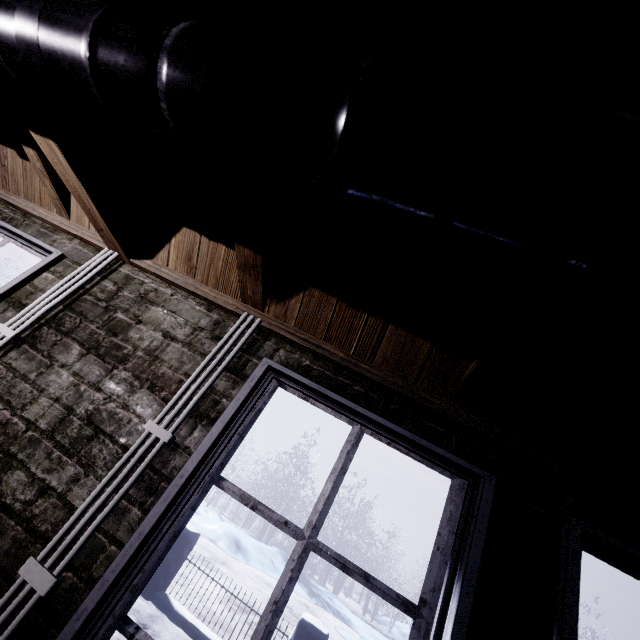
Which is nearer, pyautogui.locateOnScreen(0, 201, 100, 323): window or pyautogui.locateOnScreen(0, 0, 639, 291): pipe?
pyautogui.locateOnScreen(0, 0, 639, 291): pipe

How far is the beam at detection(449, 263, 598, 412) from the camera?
0.7m

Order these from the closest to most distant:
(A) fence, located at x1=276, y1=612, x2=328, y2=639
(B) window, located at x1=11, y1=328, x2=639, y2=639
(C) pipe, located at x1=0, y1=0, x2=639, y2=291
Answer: (C) pipe, located at x1=0, y1=0, x2=639, y2=291
(B) window, located at x1=11, y1=328, x2=639, y2=639
(A) fence, located at x1=276, y1=612, x2=328, y2=639

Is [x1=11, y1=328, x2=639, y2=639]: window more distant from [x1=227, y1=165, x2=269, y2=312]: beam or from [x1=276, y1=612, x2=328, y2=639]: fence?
[x1=276, y1=612, x2=328, y2=639]: fence

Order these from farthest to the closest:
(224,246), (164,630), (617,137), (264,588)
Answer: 1. (264,588)
2. (164,630)
3. (224,246)
4. (617,137)

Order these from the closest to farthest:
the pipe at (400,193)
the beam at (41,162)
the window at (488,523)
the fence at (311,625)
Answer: the pipe at (400,193) < the window at (488,523) < the beam at (41,162) < the fence at (311,625)

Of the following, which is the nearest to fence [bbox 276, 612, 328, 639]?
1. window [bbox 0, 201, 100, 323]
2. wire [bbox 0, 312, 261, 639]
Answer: window [bbox 0, 201, 100, 323]

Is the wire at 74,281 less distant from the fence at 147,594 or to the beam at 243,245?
the beam at 243,245
